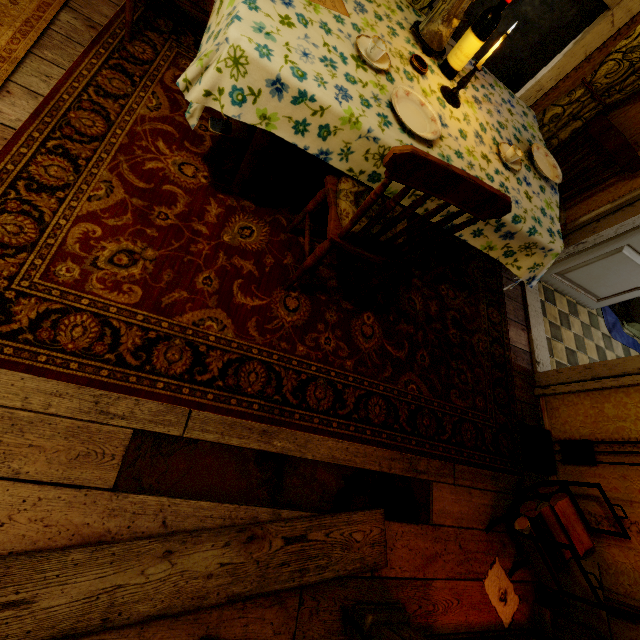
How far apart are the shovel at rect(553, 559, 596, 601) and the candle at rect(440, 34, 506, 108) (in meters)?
2.81

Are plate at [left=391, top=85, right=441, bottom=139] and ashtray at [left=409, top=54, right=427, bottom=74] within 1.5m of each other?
yes

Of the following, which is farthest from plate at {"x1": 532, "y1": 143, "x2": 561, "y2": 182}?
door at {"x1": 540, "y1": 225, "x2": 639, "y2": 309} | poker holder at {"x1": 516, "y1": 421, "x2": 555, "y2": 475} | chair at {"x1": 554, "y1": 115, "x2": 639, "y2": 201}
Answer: poker holder at {"x1": 516, "y1": 421, "x2": 555, "y2": 475}

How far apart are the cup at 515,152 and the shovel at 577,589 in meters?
2.4 m

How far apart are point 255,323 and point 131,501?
0.94m

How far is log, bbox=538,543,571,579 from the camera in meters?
1.9

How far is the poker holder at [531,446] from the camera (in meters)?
2.36

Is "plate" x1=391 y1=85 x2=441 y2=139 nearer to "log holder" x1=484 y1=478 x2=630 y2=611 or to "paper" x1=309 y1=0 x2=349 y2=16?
"paper" x1=309 y1=0 x2=349 y2=16
